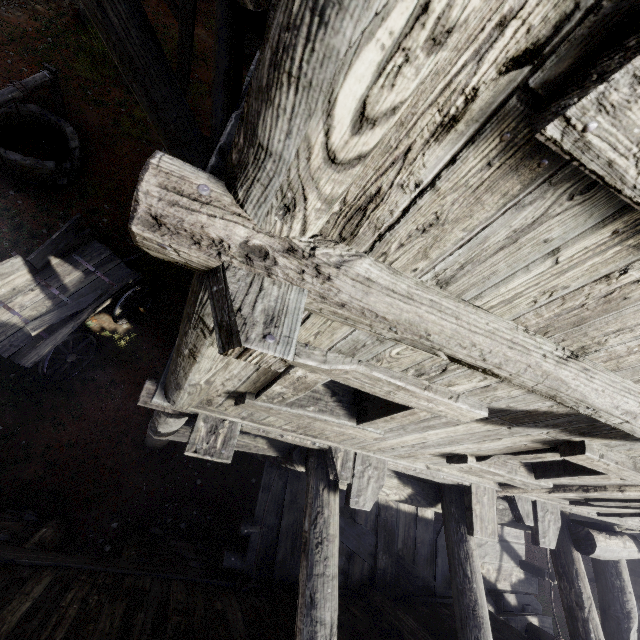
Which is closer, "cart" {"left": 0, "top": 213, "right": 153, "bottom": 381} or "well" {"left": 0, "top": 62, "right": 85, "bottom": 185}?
"cart" {"left": 0, "top": 213, "right": 153, "bottom": 381}

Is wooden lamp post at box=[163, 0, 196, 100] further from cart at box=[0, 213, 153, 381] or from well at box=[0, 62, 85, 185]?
cart at box=[0, 213, 153, 381]

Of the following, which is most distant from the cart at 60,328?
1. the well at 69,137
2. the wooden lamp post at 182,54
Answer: the wooden lamp post at 182,54

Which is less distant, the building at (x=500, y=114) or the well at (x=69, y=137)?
the building at (x=500, y=114)

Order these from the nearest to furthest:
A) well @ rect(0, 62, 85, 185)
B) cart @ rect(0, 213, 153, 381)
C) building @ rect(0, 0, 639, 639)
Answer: building @ rect(0, 0, 639, 639), cart @ rect(0, 213, 153, 381), well @ rect(0, 62, 85, 185)

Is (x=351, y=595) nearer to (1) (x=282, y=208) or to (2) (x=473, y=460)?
(2) (x=473, y=460)

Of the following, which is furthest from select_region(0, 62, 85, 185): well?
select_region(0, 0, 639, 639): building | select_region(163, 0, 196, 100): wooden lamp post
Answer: select_region(0, 0, 639, 639): building

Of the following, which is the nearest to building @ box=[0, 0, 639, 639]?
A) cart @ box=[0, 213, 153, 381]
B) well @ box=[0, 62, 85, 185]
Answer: cart @ box=[0, 213, 153, 381]
